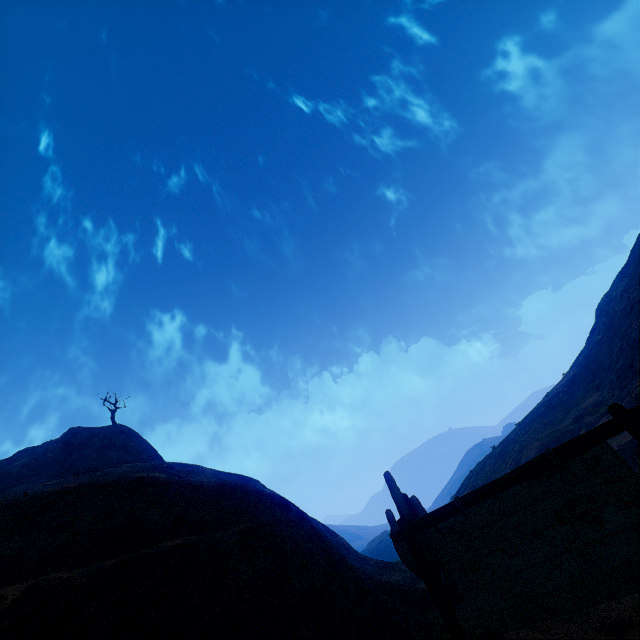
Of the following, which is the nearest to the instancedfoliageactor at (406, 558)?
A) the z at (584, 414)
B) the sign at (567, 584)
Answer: the z at (584, 414)

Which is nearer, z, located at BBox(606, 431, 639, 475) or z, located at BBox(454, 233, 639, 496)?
z, located at BBox(606, 431, 639, 475)

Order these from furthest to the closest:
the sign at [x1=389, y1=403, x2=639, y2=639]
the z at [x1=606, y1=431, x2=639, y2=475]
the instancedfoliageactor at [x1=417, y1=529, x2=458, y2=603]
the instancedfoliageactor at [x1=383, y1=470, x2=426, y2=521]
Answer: the z at [x1=606, y1=431, x2=639, y2=475]
the instancedfoliageactor at [x1=383, y1=470, x2=426, y2=521]
the instancedfoliageactor at [x1=417, y1=529, x2=458, y2=603]
the sign at [x1=389, y1=403, x2=639, y2=639]

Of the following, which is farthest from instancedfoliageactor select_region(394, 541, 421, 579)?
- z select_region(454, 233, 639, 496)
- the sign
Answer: the sign

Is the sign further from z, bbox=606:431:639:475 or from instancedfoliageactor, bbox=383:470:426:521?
instancedfoliageactor, bbox=383:470:426:521

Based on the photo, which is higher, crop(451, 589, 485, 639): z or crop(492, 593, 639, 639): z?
crop(451, 589, 485, 639): z

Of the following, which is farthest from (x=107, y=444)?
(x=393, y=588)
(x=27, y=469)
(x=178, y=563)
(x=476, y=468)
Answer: (x=476, y=468)

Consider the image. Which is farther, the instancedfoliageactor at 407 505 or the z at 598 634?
the instancedfoliageactor at 407 505
